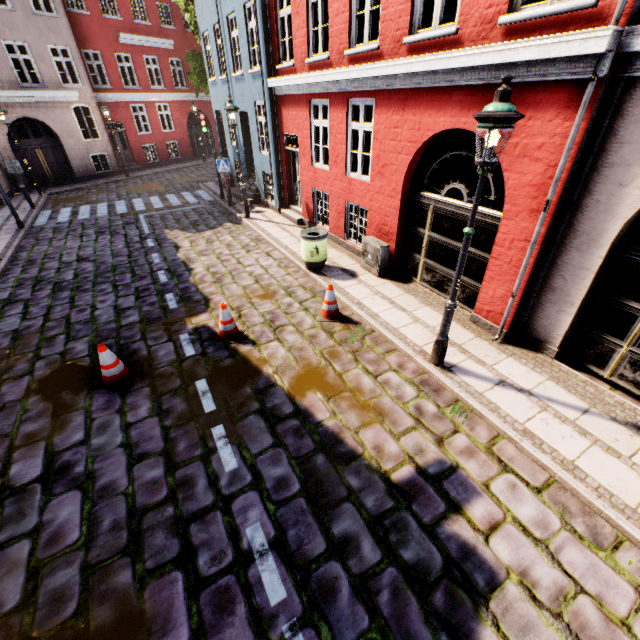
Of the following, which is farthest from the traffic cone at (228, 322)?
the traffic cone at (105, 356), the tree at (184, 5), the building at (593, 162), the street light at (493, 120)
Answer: the tree at (184, 5)

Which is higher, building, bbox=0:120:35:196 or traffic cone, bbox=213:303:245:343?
building, bbox=0:120:35:196

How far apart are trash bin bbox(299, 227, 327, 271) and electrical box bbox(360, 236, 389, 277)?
0.91m

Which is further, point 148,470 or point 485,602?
point 148,470

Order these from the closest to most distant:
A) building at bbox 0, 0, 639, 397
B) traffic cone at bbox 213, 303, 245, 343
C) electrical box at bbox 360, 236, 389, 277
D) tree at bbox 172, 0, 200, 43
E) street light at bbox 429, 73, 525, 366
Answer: street light at bbox 429, 73, 525, 366 → building at bbox 0, 0, 639, 397 → traffic cone at bbox 213, 303, 245, 343 → electrical box at bbox 360, 236, 389, 277 → tree at bbox 172, 0, 200, 43

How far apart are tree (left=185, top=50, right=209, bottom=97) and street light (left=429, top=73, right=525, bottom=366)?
20.12m

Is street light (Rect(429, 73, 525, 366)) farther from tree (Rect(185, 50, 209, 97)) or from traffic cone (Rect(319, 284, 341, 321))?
tree (Rect(185, 50, 209, 97))

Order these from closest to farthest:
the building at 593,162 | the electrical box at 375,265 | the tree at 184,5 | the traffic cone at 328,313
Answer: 1. the building at 593,162
2. the traffic cone at 328,313
3. the electrical box at 375,265
4. the tree at 184,5
